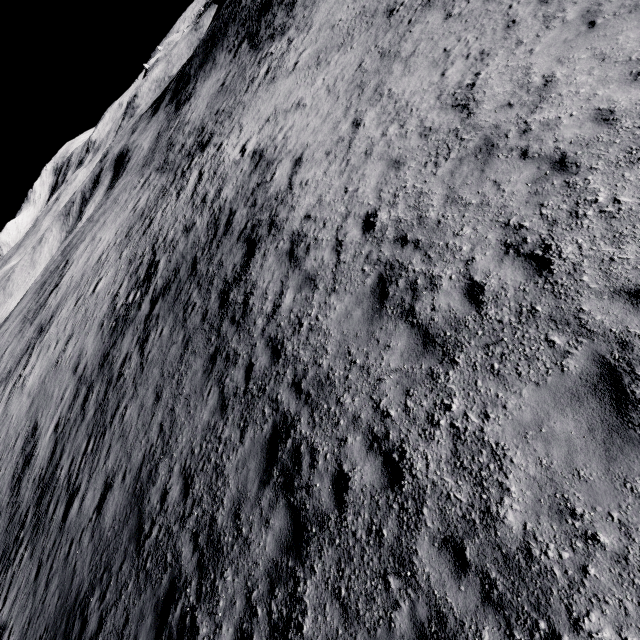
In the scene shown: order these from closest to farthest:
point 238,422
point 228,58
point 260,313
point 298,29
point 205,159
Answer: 1. point 238,422
2. point 260,313
3. point 205,159
4. point 298,29
5. point 228,58
